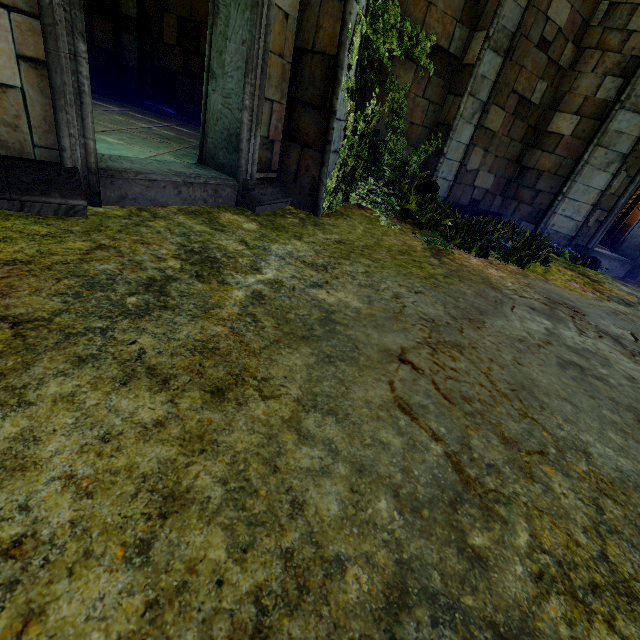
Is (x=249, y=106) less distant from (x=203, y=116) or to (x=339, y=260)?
(x=203, y=116)
